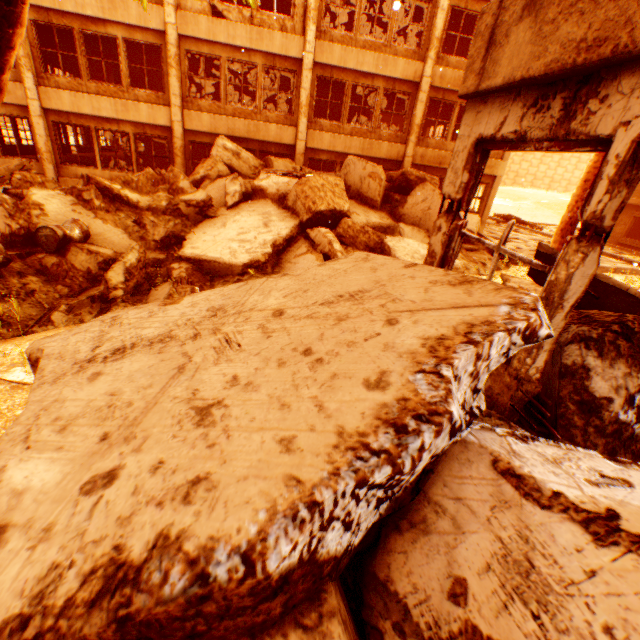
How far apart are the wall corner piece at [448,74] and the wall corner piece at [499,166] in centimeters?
223cm

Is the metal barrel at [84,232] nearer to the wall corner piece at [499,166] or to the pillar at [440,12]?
the pillar at [440,12]

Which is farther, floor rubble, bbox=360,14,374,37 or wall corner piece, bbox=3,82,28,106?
floor rubble, bbox=360,14,374,37

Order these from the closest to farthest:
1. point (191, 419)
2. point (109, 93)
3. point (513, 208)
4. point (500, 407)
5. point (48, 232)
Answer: point (191, 419)
point (500, 407)
point (48, 232)
point (109, 93)
point (513, 208)

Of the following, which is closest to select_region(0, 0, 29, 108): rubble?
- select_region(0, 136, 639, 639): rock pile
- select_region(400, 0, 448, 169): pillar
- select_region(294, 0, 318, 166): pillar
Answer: select_region(0, 136, 639, 639): rock pile

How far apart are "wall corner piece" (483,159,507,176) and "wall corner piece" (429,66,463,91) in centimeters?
223cm

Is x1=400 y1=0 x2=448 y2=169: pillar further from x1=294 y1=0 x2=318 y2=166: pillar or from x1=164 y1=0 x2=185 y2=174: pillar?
x1=164 y1=0 x2=185 y2=174: pillar
